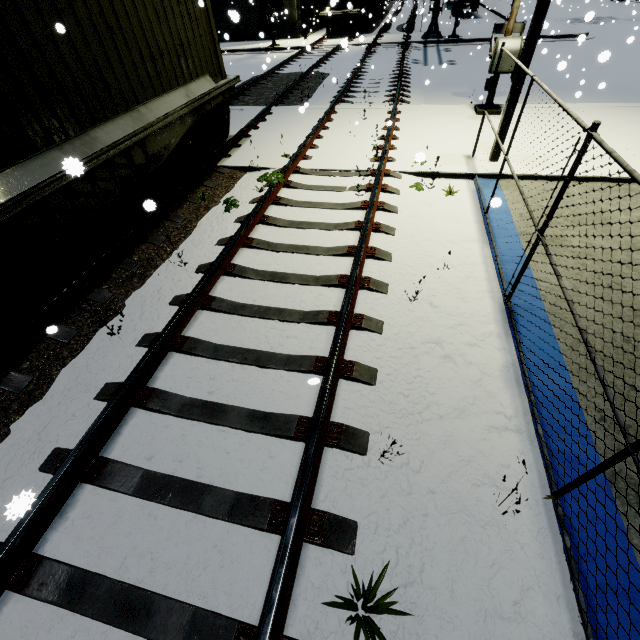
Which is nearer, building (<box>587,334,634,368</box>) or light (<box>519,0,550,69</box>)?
building (<box>587,334,634,368</box>)

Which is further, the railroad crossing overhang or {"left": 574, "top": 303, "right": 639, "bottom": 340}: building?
the railroad crossing overhang

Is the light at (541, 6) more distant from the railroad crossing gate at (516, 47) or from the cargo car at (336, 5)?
the cargo car at (336, 5)

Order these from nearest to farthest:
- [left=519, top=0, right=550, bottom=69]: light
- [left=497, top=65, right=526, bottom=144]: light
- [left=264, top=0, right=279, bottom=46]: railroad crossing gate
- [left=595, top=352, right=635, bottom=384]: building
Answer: [left=595, top=352, right=635, bottom=384]: building, [left=519, top=0, right=550, bottom=69]: light, [left=497, top=65, right=526, bottom=144]: light, [left=264, top=0, right=279, bottom=46]: railroad crossing gate

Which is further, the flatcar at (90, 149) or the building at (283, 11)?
the building at (283, 11)

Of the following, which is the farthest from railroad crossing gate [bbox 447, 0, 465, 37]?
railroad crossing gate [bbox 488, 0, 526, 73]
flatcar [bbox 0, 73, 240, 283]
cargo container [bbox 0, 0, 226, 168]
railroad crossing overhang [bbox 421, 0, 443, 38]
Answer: flatcar [bbox 0, 73, 240, 283]

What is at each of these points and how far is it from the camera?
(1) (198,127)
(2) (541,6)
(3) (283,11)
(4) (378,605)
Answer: (1) bogie, 7.4m
(2) light, 5.4m
(3) building, 24.6m
(4) tree, 2.1m

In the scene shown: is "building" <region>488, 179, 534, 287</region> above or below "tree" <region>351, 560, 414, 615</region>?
below
